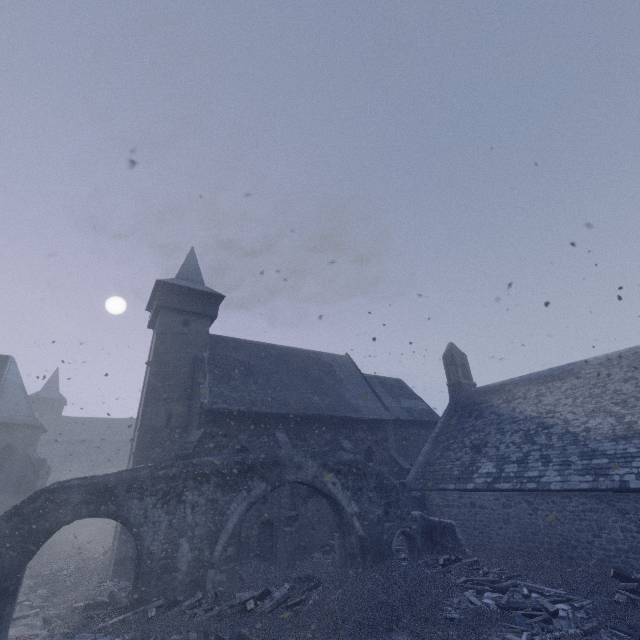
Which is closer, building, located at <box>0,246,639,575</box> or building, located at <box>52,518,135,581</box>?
building, located at <box>0,246,639,575</box>

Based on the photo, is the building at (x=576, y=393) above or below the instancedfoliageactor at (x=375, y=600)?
above

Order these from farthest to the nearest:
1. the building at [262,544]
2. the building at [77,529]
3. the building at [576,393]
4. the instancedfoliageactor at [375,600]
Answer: the building at [262,544] → the building at [77,529] → the building at [576,393] → the instancedfoliageactor at [375,600]

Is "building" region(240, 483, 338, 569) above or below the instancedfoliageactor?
above

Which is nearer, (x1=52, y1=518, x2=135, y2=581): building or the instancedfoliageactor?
the instancedfoliageactor

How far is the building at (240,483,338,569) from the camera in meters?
15.0 m

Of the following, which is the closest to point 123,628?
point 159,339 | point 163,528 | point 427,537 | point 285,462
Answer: point 163,528
